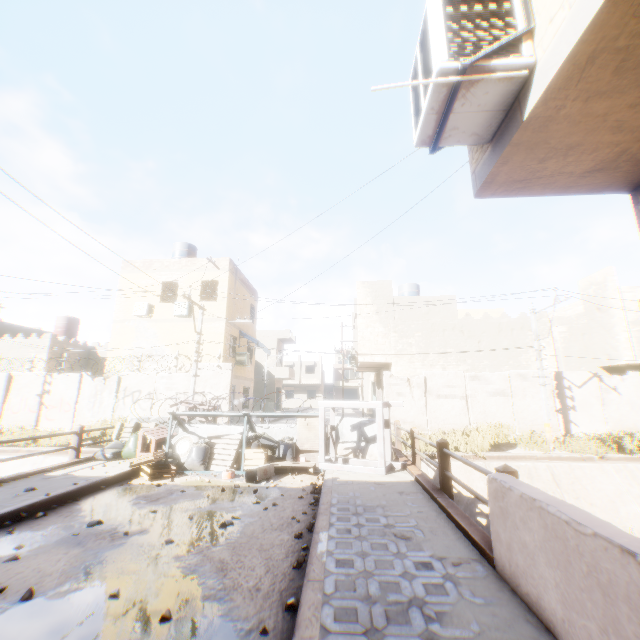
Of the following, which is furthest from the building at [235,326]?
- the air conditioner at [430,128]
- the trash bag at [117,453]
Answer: the trash bag at [117,453]

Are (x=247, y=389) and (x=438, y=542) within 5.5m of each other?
no

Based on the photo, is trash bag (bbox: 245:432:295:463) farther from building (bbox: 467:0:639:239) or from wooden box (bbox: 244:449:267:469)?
building (bbox: 467:0:639:239)

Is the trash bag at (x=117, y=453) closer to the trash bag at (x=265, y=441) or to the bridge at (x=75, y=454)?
the bridge at (x=75, y=454)

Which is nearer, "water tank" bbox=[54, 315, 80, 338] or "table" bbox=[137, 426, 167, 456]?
"table" bbox=[137, 426, 167, 456]

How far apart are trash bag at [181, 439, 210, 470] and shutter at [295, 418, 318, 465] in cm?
237

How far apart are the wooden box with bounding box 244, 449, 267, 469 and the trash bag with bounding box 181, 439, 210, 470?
1.0 meters

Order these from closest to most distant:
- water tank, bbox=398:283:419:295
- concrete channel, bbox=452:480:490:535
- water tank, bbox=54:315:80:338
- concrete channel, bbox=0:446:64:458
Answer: Answer: concrete channel, bbox=452:480:490:535, concrete channel, bbox=0:446:64:458, water tank, bbox=398:283:419:295, water tank, bbox=54:315:80:338
